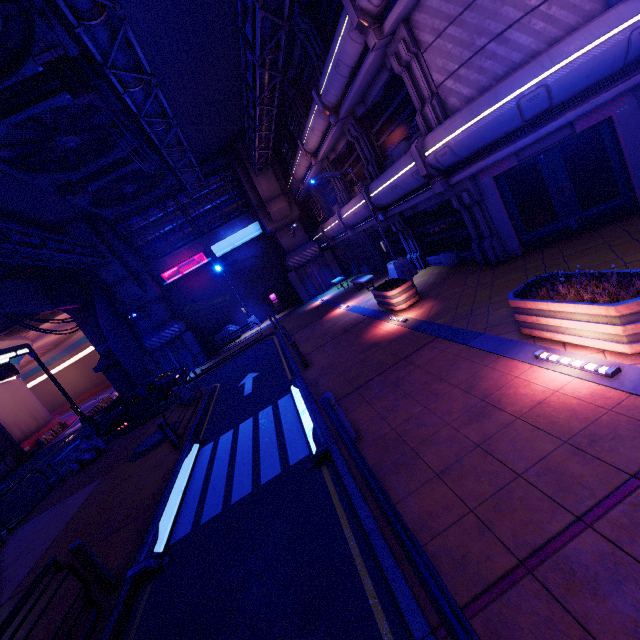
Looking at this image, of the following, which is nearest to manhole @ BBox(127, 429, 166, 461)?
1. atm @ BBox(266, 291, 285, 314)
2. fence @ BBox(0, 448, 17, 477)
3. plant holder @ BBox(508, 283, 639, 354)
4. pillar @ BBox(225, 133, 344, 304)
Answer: plant holder @ BBox(508, 283, 639, 354)

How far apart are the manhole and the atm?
15.74m

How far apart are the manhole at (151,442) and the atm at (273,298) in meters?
15.7

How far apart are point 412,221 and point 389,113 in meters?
4.5

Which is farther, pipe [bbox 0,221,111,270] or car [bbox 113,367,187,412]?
car [bbox 113,367,187,412]

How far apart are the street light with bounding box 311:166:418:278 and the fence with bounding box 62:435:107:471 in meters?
16.3 m

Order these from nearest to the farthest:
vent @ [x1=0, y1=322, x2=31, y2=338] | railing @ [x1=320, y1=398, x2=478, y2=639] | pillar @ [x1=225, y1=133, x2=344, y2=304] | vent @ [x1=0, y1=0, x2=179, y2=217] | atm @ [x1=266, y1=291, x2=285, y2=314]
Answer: railing @ [x1=320, y1=398, x2=478, y2=639] < vent @ [x1=0, y1=0, x2=179, y2=217] < pillar @ [x1=225, y1=133, x2=344, y2=304] < atm @ [x1=266, y1=291, x2=285, y2=314] < vent @ [x1=0, y1=322, x2=31, y2=338]

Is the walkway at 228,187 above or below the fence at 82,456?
above
